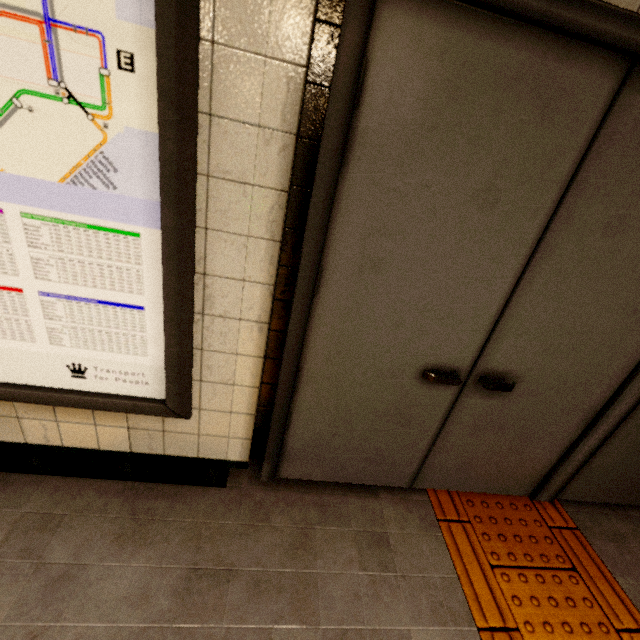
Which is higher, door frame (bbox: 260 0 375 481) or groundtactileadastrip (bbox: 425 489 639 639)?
door frame (bbox: 260 0 375 481)

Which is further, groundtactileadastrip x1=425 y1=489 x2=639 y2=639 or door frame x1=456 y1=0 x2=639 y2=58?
groundtactileadastrip x1=425 y1=489 x2=639 y2=639

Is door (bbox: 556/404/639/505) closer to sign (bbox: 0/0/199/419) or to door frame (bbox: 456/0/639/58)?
door frame (bbox: 456/0/639/58)

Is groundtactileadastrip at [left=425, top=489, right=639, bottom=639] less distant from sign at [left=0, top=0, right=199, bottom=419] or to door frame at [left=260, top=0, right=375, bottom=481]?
door frame at [left=260, top=0, right=375, bottom=481]

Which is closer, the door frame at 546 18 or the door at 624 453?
the door frame at 546 18

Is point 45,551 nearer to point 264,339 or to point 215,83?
point 264,339

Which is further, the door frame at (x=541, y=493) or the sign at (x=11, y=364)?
the door frame at (x=541, y=493)
